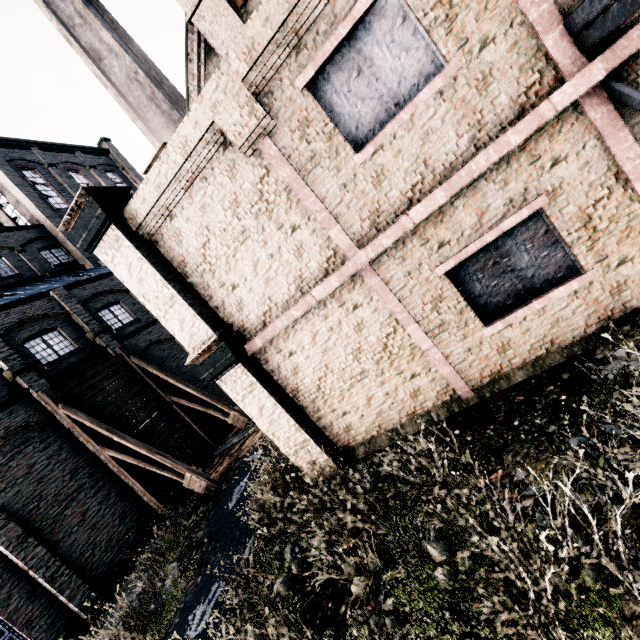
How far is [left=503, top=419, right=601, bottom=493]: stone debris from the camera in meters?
4.8 m

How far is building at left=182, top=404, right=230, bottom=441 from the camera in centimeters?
2203cm

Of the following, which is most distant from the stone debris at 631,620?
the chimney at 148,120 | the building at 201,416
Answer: the building at 201,416

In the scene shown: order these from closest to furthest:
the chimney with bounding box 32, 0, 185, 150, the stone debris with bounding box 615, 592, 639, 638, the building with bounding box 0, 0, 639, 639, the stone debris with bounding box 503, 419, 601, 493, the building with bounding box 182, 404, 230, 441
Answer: the stone debris with bounding box 615, 592, 639, 638 → the stone debris with bounding box 503, 419, 601, 493 → the building with bounding box 0, 0, 639, 639 → the chimney with bounding box 32, 0, 185, 150 → the building with bounding box 182, 404, 230, 441

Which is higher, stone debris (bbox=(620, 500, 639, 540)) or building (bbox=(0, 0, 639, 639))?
building (bbox=(0, 0, 639, 639))

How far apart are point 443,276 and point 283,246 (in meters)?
3.59

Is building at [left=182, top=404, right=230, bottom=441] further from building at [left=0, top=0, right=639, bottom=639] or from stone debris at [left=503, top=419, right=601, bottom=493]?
stone debris at [left=503, top=419, right=601, bottom=493]

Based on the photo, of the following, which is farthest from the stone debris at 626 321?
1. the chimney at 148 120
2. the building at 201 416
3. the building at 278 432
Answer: the building at 201 416
